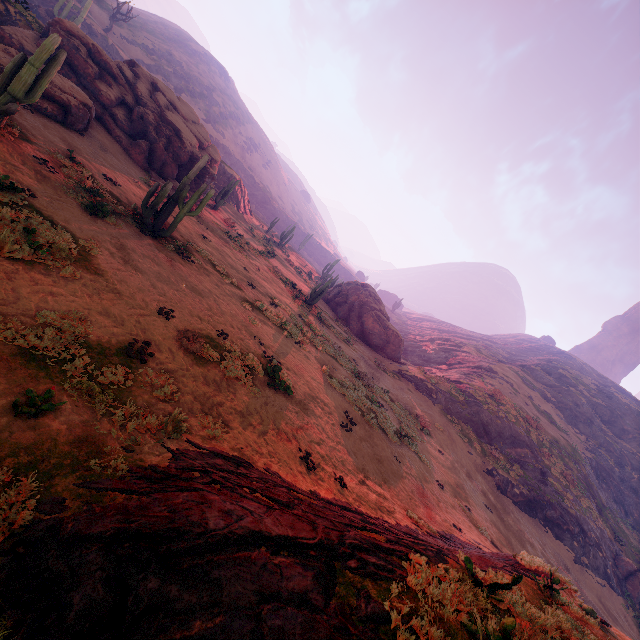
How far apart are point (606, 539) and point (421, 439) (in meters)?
23.65

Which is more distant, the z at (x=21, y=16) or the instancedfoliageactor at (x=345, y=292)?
the instancedfoliageactor at (x=345, y=292)

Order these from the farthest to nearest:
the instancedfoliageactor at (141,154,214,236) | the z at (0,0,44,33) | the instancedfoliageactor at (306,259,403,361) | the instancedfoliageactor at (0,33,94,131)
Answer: the instancedfoliageactor at (306,259,403,361)
the z at (0,0,44,33)
the instancedfoliageactor at (141,154,214,236)
the instancedfoliageactor at (0,33,94,131)

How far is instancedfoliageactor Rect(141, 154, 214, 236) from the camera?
12.8 meters

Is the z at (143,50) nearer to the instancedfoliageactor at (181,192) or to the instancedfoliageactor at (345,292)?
the instancedfoliageactor at (345,292)

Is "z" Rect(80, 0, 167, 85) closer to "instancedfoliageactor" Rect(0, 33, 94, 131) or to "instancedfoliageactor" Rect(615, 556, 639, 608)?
"instancedfoliageactor" Rect(0, 33, 94, 131)

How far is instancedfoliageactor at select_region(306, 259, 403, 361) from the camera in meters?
33.8 m

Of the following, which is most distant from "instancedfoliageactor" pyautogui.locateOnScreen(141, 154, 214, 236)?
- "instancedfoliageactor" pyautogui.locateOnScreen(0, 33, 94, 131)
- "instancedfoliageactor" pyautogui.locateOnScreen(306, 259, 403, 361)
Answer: "instancedfoliageactor" pyautogui.locateOnScreen(306, 259, 403, 361)
